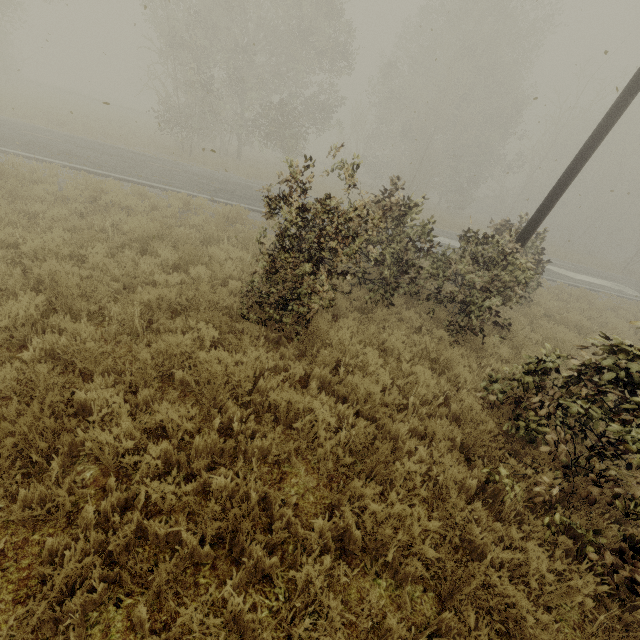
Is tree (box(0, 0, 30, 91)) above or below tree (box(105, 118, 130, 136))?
above

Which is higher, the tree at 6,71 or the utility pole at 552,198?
the utility pole at 552,198

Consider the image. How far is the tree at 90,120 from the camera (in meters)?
19.75

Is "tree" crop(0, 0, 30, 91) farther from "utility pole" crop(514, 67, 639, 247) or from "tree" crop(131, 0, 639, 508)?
"tree" crop(131, 0, 639, 508)

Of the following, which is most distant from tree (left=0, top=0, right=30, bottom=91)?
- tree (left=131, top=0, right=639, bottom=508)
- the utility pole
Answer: tree (left=131, top=0, right=639, bottom=508)

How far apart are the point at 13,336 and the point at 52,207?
5.2 meters
